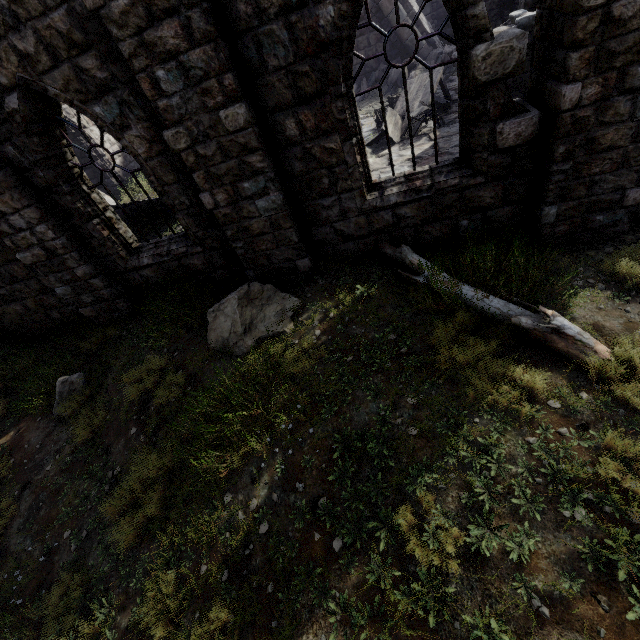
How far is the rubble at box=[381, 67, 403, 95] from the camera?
13.85m

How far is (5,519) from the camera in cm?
534

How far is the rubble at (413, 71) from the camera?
13.6 meters

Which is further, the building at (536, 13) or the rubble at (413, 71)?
the rubble at (413, 71)

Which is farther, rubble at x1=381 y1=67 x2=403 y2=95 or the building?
rubble at x1=381 y1=67 x2=403 y2=95
